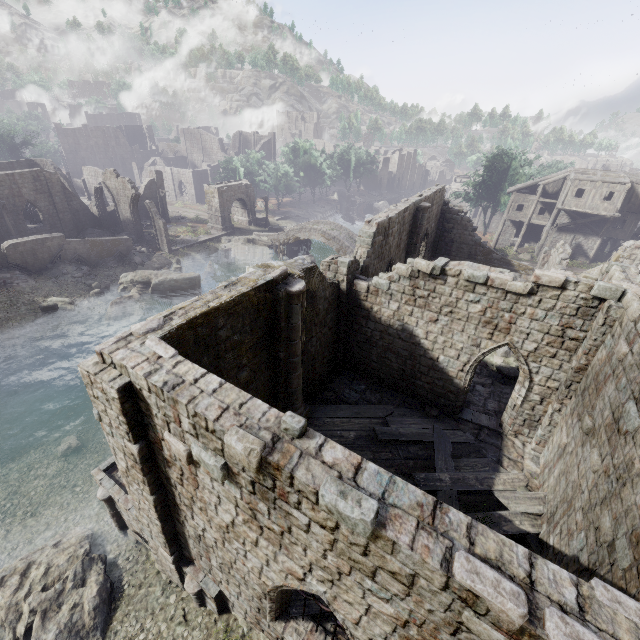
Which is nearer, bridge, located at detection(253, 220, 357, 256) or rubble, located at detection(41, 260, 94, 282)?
rubble, located at detection(41, 260, 94, 282)

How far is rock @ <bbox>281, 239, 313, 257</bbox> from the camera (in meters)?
45.41

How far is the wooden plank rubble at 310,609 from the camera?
7.2m

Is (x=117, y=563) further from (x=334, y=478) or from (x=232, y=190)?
(x=232, y=190)

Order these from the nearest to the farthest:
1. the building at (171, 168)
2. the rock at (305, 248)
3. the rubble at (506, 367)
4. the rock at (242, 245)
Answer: the rubble at (506, 367) < the rock at (242, 245) < the rock at (305, 248) < the building at (171, 168)

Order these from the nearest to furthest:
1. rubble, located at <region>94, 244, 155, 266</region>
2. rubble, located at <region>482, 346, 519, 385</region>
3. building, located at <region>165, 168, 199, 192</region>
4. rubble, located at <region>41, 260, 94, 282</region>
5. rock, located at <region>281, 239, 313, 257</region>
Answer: rubble, located at <region>482, 346, 519, 385</region> → rubble, located at <region>41, 260, 94, 282</region> → rubble, located at <region>94, 244, 155, 266</region> → rock, located at <region>281, 239, 313, 257</region> → building, located at <region>165, 168, 199, 192</region>

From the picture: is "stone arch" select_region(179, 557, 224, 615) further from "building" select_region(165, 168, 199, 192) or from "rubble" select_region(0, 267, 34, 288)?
"rubble" select_region(0, 267, 34, 288)

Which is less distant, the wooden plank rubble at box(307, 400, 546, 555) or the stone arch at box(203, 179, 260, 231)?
the wooden plank rubble at box(307, 400, 546, 555)
